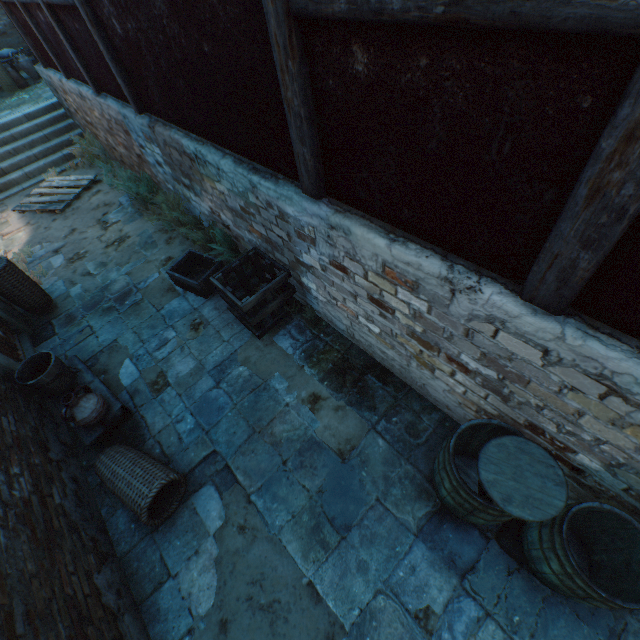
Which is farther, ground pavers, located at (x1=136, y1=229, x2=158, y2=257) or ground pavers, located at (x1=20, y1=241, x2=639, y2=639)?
ground pavers, located at (x1=136, y1=229, x2=158, y2=257)

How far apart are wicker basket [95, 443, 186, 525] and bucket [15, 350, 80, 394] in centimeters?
103cm

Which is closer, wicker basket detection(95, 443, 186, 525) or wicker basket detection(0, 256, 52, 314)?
wicker basket detection(95, 443, 186, 525)

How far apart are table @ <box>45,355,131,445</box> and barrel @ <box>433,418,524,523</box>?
3.4 meters

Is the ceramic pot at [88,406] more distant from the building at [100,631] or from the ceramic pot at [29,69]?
the ceramic pot at [29,69]

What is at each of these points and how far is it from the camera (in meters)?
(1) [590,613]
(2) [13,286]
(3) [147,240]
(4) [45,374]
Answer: (1) ground pavers, 2.46
(2) wicker basket, 4.88
(3) ground pavers, 6.34
(4) bucket, 3.60

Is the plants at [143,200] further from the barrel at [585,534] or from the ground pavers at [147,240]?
the barrel at [585,534]

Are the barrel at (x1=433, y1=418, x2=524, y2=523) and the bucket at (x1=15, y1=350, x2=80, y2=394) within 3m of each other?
no
